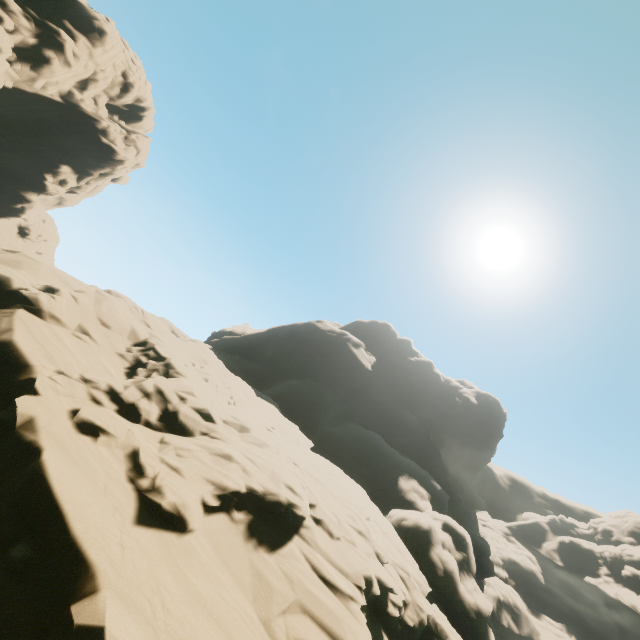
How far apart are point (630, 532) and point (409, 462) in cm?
5101
